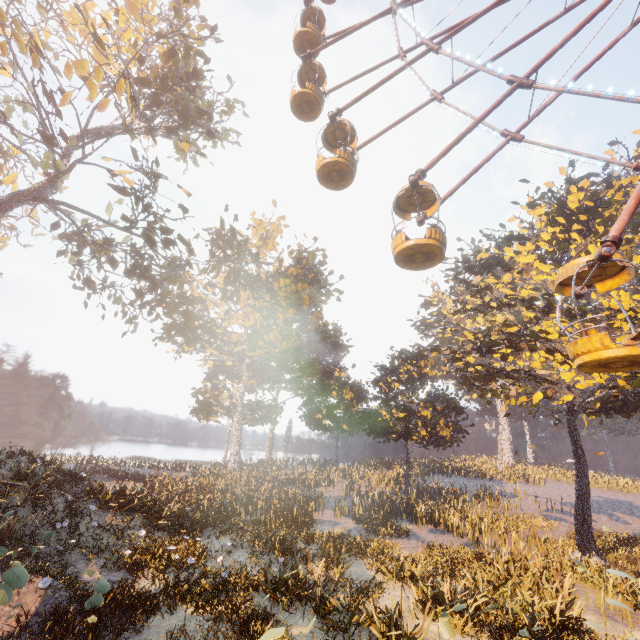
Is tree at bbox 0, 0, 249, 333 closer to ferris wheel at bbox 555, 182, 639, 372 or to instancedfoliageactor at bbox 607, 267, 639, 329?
ferris wheel at bbox 555, 182, 639, 372

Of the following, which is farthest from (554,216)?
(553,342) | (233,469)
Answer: (233,469)

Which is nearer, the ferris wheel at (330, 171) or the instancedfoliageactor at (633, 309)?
the ferris wheel at (330, 171)

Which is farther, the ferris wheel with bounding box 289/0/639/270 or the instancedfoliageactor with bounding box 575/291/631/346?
the instancedfoliageactor with bounding box 575/291/631/346

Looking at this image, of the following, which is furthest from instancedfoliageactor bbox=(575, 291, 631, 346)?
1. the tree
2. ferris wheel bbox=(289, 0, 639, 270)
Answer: the tree

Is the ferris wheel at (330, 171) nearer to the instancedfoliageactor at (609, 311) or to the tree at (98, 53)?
the instancedfoliageactor at (609, 311)

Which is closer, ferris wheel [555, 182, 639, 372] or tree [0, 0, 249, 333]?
ferris wheel [555, 182, 639, 372]
